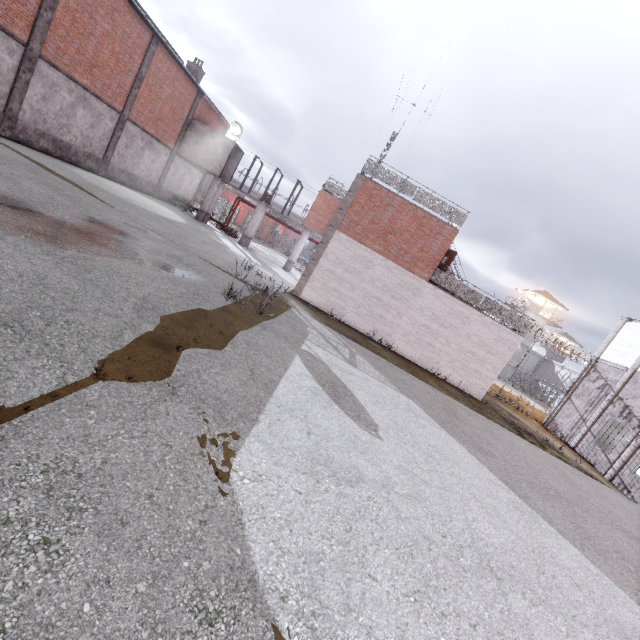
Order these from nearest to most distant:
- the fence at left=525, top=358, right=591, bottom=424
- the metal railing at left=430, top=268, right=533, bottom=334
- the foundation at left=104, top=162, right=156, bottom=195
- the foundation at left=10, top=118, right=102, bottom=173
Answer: the foundation at left=10, top=118, right=102, bottom=173 < the metal railing at left=430, top=268, right=533, bottom=334 < the foundation at left=104, top=162, right=156, bottom=195 < the fence at left=525, top=358, right=591, bottom=424

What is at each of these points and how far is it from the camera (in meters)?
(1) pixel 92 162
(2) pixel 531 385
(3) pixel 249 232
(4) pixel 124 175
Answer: (1) foundation, 19.84
(2) fence, 58.62
(3) column, 27.34
(4) foundation, 22.67

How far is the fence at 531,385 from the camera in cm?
2297

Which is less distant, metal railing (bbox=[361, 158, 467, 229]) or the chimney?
metal railing (bbox=[361, 158, 467, 229])

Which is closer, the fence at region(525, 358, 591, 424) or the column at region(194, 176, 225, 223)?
the fence at region(525, 358, 591, 424)

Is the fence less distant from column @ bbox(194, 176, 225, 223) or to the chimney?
column @ bbox(194, 176, 225, 223)

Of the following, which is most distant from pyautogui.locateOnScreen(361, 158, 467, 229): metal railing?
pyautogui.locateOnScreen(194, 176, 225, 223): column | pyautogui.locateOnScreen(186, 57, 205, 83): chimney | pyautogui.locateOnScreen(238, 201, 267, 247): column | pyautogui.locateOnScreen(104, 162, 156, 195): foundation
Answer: pyautogui.locateOnScreen(186, 57, 205, 83): chimney

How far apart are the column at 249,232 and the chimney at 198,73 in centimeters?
1138cm
